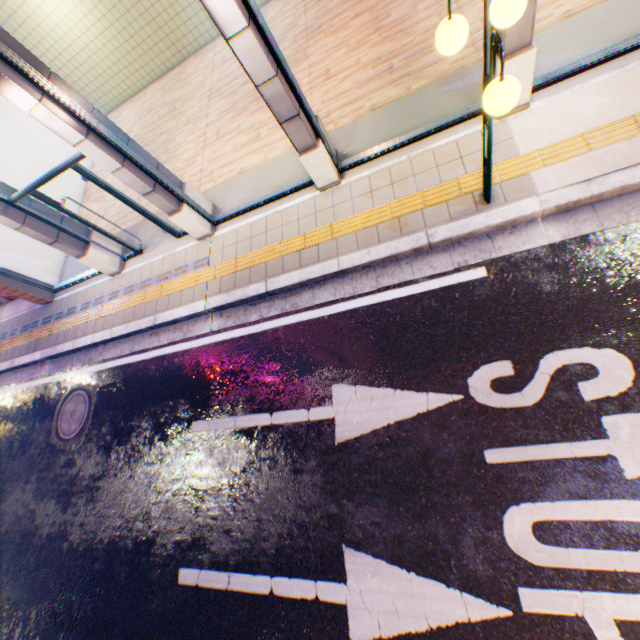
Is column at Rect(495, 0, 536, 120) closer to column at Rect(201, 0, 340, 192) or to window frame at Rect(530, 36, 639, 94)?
window frame at Rect(530, 36, 639, 94)

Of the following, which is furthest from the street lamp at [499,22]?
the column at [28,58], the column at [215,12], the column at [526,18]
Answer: the column at [28,58]

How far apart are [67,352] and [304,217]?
6.85m

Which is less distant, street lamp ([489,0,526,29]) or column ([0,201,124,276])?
street lamp ([489,0,526,29])

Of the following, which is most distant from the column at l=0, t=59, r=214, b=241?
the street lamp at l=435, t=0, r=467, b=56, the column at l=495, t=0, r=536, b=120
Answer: the column at l=495, t=0, r=536, b=120

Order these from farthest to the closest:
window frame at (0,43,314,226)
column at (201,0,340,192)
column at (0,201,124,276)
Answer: column at (0,201,124,276), window frame at (0,43,314,226), column at (201,0,340,192)

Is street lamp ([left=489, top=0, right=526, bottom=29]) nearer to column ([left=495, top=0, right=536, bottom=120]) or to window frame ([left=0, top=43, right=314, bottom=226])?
column ([left=495, top=0, right=536, bottom=120])

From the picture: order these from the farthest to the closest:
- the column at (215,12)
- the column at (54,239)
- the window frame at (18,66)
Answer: the column at (54,239)
the window frame at (18,66)
the column at (215,12)
